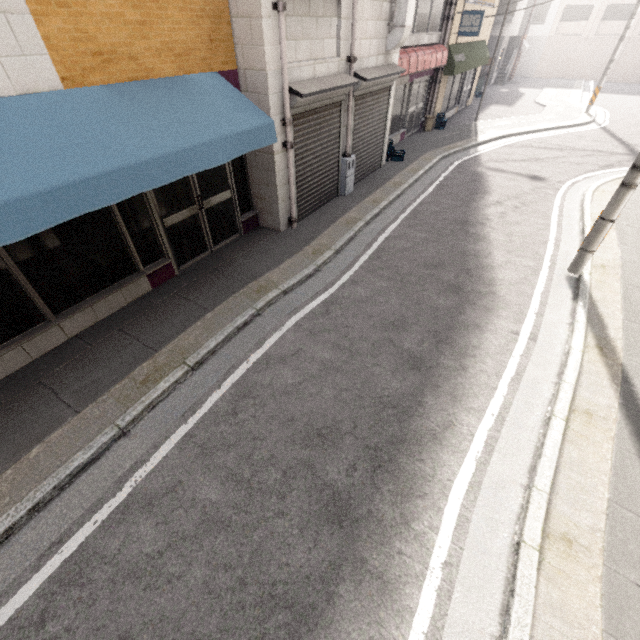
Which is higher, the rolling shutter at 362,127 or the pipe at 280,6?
the pipe at 280,6

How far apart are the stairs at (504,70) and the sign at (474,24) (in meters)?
18.38

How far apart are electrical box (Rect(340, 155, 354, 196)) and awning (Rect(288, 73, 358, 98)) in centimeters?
163cm

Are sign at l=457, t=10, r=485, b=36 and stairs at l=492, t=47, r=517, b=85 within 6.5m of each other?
no

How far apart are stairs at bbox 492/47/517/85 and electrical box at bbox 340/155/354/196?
27.3 meters

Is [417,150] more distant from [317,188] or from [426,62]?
[317,188]

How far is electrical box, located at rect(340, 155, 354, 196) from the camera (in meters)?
8.56

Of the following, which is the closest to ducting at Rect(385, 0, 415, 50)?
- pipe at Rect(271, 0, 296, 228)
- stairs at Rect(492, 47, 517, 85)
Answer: Result: pipe at Rect(271, 0, 296, 228)
